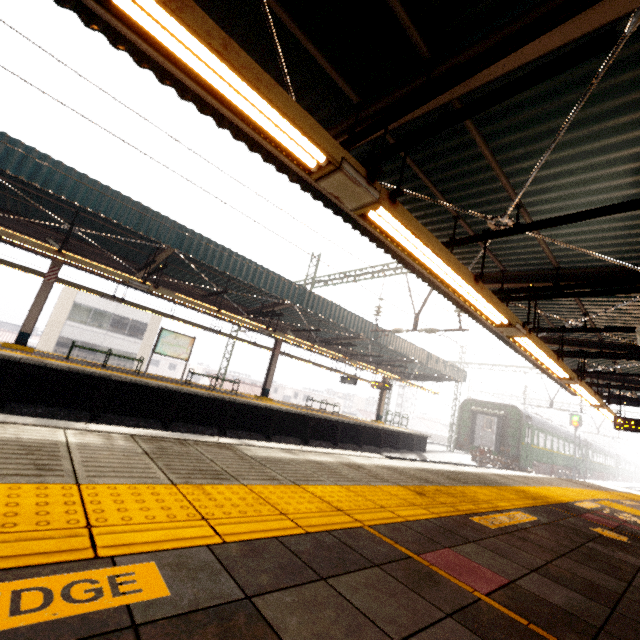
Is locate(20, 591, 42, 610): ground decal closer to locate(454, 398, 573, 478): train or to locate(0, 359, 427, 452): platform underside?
locate(0, 359, 427, 452): platform underside

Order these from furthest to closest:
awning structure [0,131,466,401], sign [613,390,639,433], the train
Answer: the train, sign [613,390,639,433], awning structure [0,131,466,401]

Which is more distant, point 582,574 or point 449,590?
point 582,574

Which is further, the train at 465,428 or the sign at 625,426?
the train at 465,428

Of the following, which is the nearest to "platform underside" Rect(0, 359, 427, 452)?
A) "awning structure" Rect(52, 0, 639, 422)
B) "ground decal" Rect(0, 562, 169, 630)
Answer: "awning structure" Rect(52, 0, 639, 422)

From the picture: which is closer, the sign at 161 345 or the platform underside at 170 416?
the platform underside at 170 416

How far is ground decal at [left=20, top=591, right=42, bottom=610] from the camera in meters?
0.9

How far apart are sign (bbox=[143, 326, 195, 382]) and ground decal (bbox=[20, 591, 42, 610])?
13.5m
